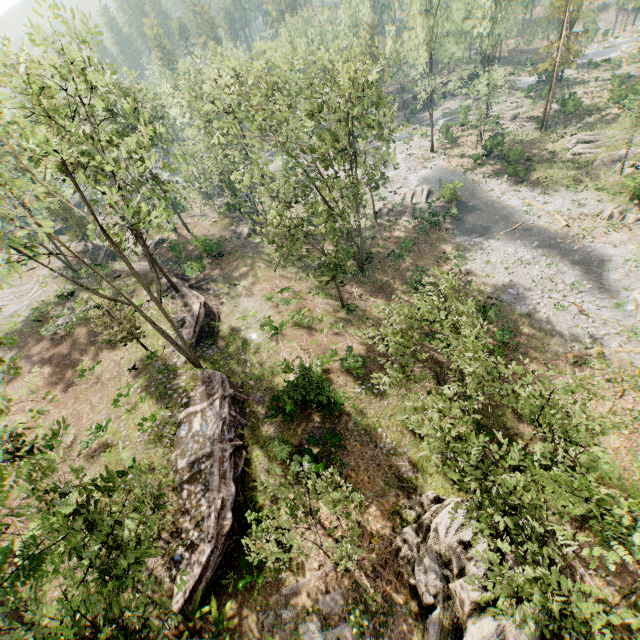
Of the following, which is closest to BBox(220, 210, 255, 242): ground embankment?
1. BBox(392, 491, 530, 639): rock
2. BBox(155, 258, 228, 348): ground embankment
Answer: BBox(155, 258, 228, 348): ground embankment

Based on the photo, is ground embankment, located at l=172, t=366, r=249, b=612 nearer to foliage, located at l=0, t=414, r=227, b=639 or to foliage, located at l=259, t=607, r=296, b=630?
foliage, located at l=0, t=414, r=227, b=639

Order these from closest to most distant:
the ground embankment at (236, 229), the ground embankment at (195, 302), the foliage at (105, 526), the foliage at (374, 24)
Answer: the foliage at (105, 526) → the foliage at (374, 24) → the ground embankment at (195, 302) → the ground embankment at (236, 229)

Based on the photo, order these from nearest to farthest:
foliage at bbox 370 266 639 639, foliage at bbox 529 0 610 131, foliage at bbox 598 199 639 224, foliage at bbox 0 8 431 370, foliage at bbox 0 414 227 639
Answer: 1. foliage at bbox 0 414 227 639
2. foliage at bbox 370 266 639 639
3. foliage at bbox 0 8 431 370
4. foliage at bbox 598 199 639 224
5. foliage at bbox 529 0 610 131

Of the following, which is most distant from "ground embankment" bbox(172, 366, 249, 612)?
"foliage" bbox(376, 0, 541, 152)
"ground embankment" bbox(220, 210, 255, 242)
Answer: "ground embankment" bbox(220, 210, 255, 242)

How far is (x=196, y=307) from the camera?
26.7 meters

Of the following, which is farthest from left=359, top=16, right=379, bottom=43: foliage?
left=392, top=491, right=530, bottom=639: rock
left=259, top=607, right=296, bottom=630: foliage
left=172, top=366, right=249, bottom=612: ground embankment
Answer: left=259, top=607, right=296, bottom=630: foliage

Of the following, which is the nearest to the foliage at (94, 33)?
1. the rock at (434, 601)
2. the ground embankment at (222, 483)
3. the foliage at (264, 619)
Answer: the ground embankment at (222, 483)
